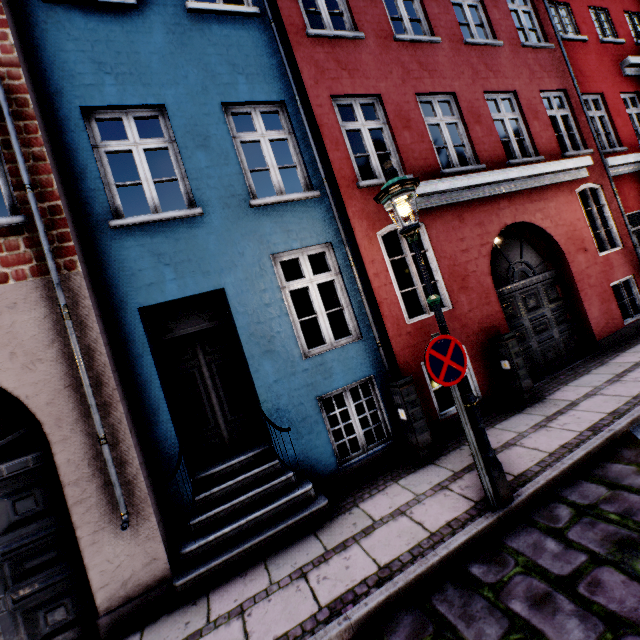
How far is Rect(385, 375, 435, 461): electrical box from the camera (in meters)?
4.94

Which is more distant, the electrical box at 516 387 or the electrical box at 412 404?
the electrical box at 516 387

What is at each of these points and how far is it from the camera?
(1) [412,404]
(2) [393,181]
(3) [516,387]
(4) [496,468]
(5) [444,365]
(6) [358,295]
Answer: (1) electrical box, 4.97m
(2) street light, 3.50m
(3) electrical box, 5.91m
(4) street light, 3.45m
(5) sign, 3.41m
(6) building, 5.61m

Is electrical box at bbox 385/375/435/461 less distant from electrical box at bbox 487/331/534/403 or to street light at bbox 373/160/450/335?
street light at bbox 373/160/450/335

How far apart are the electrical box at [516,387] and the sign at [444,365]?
2.88m

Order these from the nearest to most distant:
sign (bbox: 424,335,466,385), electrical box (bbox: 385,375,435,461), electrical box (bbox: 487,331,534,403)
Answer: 1. sign (bbox: 424,335,466,385)
2. electrical box (bbox: 385,375,435,461)
3. electrical box (bbox: 487,331,534,403)

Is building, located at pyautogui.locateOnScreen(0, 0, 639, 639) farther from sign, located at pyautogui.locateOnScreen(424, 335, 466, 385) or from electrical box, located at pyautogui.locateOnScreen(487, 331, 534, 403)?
sign, located at pyautogui.locateOnScreen(424, 335, 466, 385)
